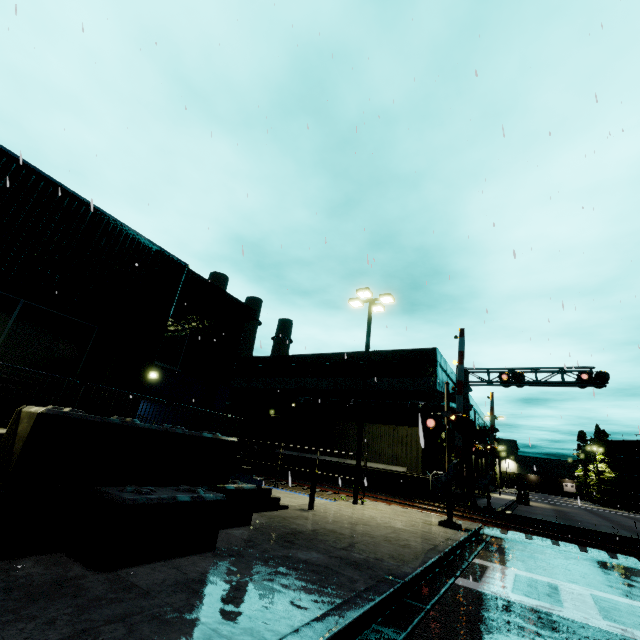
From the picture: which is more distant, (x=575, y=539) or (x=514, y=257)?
(x=575, y=539)

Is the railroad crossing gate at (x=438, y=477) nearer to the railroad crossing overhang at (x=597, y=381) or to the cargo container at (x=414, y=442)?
the cargo container at (x=414, y=442)

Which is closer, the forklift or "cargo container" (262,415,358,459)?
"cargo container" (262,415,358,459)

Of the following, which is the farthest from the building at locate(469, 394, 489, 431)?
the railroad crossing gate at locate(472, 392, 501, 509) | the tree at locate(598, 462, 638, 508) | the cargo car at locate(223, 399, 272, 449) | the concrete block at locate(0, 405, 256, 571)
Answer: the tree at locate(598, 462, 638, 508)

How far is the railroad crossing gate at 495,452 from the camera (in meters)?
20.97

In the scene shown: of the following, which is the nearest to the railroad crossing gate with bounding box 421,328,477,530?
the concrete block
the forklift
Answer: the concrete block

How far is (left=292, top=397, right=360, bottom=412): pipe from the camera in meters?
26.3

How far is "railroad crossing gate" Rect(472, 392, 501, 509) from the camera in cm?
2097
